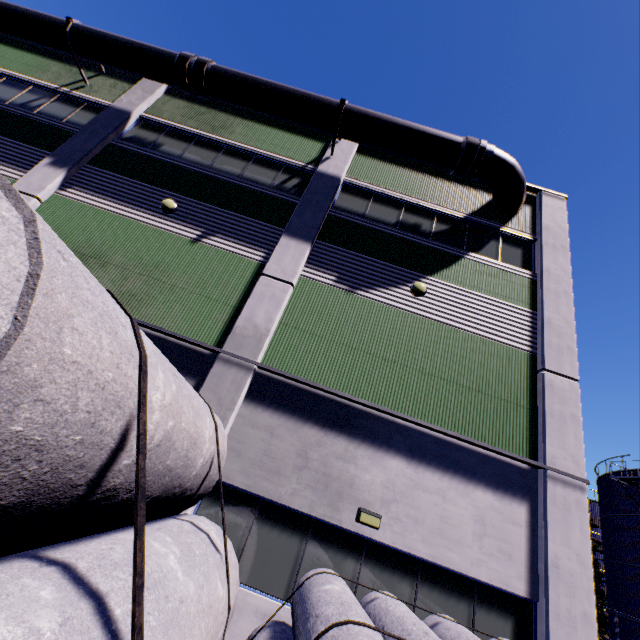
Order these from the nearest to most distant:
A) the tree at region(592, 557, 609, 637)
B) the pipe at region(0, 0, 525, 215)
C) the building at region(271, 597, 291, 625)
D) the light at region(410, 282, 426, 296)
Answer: the building at region(271, 597, 291, 625)
the light at region(410, 282, 426, 296)
the pipe at region(0, 0, 525, 215)
the tree at region(592, 557, 609, 637)

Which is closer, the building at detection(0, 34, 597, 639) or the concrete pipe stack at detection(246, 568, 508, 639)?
the concrete pipe stack at detection(246, 568, 508, 639)

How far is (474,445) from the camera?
Result: 7.5m

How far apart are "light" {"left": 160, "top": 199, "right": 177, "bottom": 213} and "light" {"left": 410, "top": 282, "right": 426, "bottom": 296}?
7.5m

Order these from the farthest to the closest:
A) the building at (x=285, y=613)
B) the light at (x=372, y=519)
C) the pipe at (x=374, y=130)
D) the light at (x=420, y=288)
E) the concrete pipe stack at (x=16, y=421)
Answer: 1. the pipe at (x=374, y=130)
2. the light at (x=420, y=288)
3. the light at (x=372, y=519)
4. the building at (x=285, y=613)
5. the concrete pipe stack at (x=16, y=421)

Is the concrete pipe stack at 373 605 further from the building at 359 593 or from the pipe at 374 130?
the pipe at 374 130

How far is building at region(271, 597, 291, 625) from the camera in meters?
5.8

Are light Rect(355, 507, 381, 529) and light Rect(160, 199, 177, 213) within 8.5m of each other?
no
